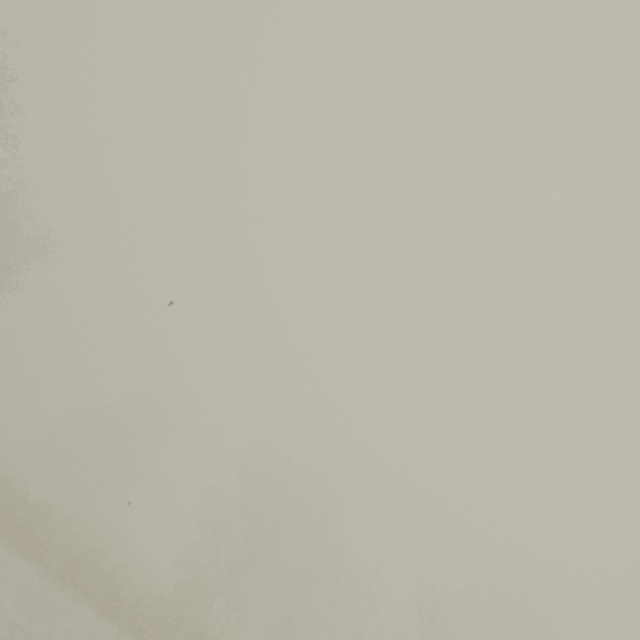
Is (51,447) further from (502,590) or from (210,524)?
A: (502,590)
